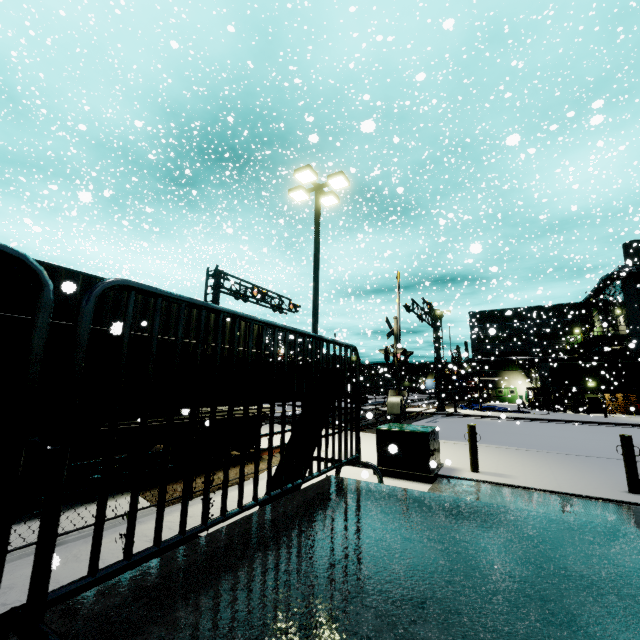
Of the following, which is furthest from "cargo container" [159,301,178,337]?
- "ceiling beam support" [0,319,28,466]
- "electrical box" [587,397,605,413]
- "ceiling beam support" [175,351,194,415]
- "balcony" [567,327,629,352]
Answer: "balcony" [567,327,629,352]

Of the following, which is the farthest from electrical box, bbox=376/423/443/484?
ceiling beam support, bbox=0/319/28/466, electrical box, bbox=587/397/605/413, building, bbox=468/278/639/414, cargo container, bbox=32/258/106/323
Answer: electrical box, bbox=587/397/605/413

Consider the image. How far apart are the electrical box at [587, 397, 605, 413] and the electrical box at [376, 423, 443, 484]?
32.56m

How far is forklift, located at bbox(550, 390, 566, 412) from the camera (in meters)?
31.41

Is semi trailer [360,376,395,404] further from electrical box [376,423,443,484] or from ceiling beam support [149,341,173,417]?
ceiling beam support [149,341,173,417]

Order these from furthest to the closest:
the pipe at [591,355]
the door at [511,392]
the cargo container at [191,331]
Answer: the door at [511,392] < the pipe at [591,355] < the cargo container at [191,331]

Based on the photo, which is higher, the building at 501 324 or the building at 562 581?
the building at 501 324

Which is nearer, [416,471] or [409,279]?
[416,471]
